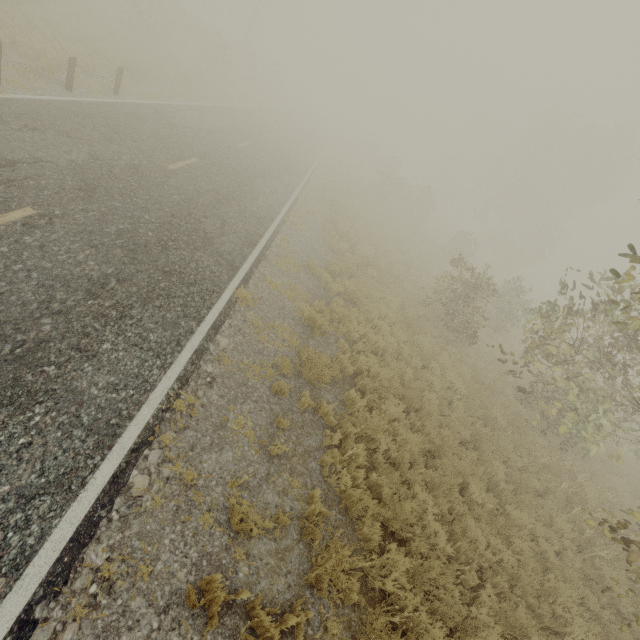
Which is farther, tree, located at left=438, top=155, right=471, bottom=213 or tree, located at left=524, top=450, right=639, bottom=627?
tree, located at left=438, top=155, right=471, bottom=213

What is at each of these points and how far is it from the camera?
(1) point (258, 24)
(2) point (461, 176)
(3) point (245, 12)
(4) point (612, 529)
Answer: (1) tree, 57.81m
(2) tree, 56.81m
(3) tree, 47.41m
(4) tree, 5.61m

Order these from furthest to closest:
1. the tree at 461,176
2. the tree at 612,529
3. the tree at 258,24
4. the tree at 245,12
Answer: the tree at 461,176
the tree at 258,24
the tree at 245,12
the tree at 612,529

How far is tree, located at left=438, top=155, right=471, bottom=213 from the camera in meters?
56.7 m

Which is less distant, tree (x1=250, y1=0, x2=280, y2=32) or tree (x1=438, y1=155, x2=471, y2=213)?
tree (x1=250, y1=0, x2=280, y2=32)

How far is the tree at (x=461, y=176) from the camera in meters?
56.7

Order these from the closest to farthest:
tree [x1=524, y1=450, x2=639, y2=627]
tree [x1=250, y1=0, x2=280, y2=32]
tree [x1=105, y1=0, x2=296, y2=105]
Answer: tree [x1=524, y1=450, x2=639, y2=627]
tree [x1=105, y1=0, x2=296, y2=105]
tree [x1=250, y1=0, x2=280, y2=32]
